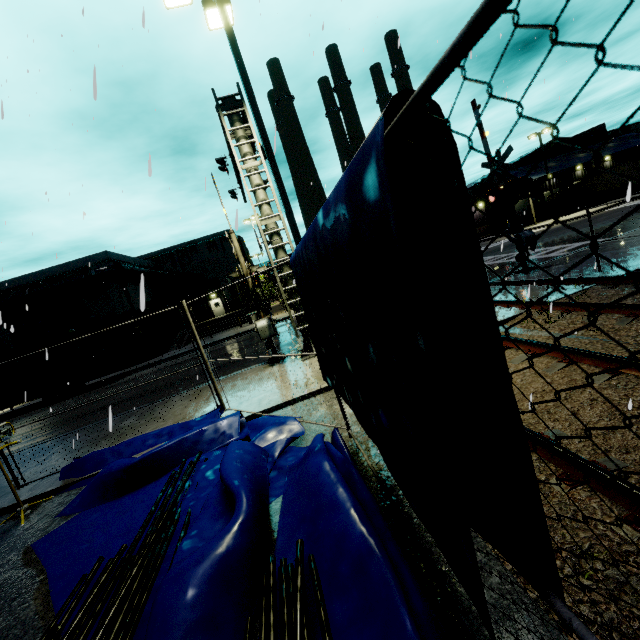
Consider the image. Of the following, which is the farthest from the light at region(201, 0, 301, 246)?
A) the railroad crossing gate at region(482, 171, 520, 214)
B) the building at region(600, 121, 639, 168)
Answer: the building at region(600, 121, 639, 168)

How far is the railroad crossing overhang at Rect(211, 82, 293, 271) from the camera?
10.0m

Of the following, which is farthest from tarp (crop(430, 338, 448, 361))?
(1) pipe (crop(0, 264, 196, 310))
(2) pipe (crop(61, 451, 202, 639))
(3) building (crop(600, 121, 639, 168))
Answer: (1) pipe (crop(0, 264, 196, 310))

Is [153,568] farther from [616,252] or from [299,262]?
[616,252]

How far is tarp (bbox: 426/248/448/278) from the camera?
1.2m

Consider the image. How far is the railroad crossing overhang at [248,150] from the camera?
10.04m

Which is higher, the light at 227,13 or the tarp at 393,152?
the light at 227,13
